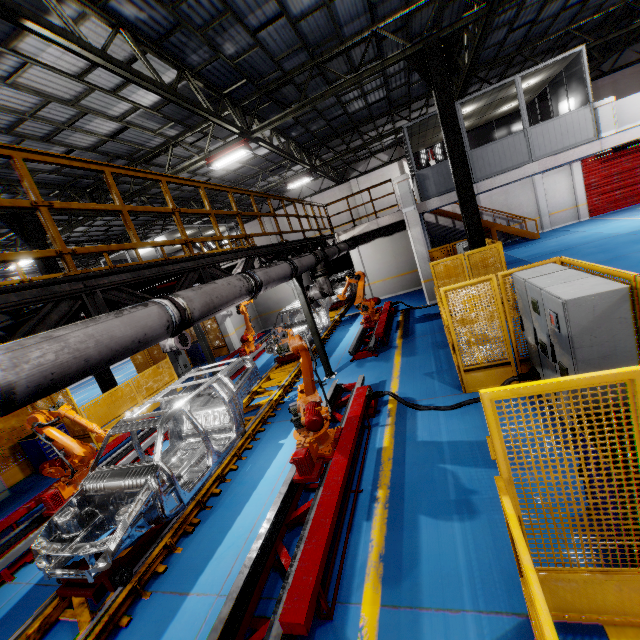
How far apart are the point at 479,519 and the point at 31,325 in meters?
5.2 m

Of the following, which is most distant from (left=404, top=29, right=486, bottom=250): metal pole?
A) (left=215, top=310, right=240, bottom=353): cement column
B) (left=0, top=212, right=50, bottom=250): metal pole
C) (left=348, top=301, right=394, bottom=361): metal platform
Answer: (left=0, top=212, right=50, bottom=250): metal pole

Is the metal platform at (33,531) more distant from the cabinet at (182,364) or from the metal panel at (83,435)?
the cabinet at (182,364)

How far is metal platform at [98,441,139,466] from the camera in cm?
798

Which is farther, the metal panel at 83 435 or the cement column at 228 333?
the cement column at 228 333

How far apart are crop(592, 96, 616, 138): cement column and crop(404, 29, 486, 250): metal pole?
5.6 meters

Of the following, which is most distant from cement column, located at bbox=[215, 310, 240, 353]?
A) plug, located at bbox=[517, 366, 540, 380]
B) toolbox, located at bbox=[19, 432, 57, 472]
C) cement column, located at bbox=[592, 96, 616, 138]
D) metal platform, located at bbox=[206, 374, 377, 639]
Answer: cement column, located at bbox=[592, 96, 616, 138]

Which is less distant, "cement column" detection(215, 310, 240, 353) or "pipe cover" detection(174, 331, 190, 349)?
"pipe cover" detection(174, 331, 190, 349)
